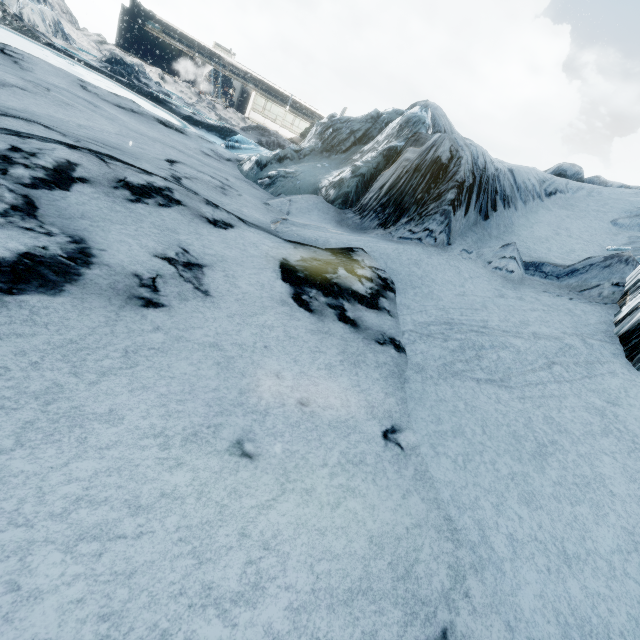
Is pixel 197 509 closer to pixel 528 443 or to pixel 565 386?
pixel 528 443
